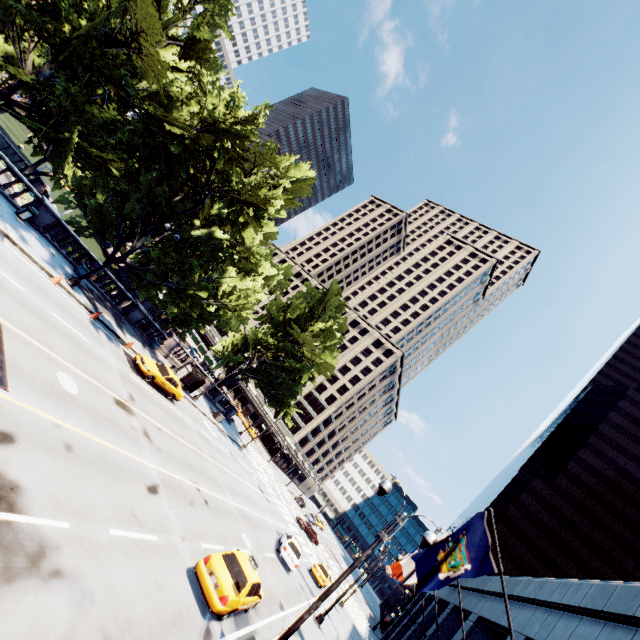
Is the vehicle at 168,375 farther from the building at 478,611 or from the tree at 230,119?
the building at 478,611

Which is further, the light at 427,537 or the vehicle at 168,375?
the vehicle at 168,375

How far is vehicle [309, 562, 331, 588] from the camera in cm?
3084

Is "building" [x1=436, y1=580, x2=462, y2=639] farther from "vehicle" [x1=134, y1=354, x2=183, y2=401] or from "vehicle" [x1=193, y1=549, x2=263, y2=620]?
"vehicle" [x1=134, y1=354, x2=183, y2=401]

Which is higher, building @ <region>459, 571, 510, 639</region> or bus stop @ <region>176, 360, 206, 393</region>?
building @ <region>459, 571, 510, 639</region>

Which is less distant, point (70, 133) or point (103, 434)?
point (103, 434)

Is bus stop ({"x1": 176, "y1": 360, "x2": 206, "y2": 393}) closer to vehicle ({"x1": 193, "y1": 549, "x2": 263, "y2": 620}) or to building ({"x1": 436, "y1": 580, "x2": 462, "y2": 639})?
vehicle ({"x1": 193, "y1": 549, "x2": 263, "y2": 620})

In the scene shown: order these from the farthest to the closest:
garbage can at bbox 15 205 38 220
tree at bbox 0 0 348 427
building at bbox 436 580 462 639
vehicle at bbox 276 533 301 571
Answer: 1. vehicle at bbox 276 533 301 571
2. garbage can at bbox 15 205 38 220
3. building at bbox 436 580 462 639
4. tree at bbox 0 0 348 427
